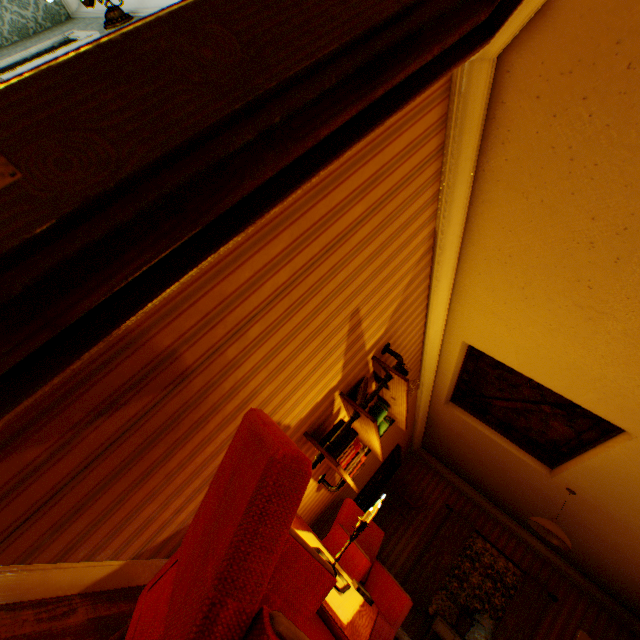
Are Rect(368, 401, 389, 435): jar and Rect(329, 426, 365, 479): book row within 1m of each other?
yes

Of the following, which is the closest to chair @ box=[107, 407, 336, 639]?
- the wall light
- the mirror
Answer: the mirror

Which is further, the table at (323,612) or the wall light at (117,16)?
the wall light at (117,16)

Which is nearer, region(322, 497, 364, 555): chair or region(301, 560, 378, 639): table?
region(301, 560, 378, 639): table

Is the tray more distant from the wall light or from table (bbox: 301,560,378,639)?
the wall light

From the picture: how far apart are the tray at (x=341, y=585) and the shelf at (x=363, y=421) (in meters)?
0.61

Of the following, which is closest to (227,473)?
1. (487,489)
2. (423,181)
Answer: (423,181)

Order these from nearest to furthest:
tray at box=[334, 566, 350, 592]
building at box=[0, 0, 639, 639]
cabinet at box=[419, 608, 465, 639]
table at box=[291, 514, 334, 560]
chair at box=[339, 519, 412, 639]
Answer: building at box=[0, 0, 639, 639]
tray at box=[334, 566, 350, 592]
table at box=[291, 514, 334, 560]
chair at box=[339, 519, 412, 639]
cabinet at box=[419, 608, 465, 639]
